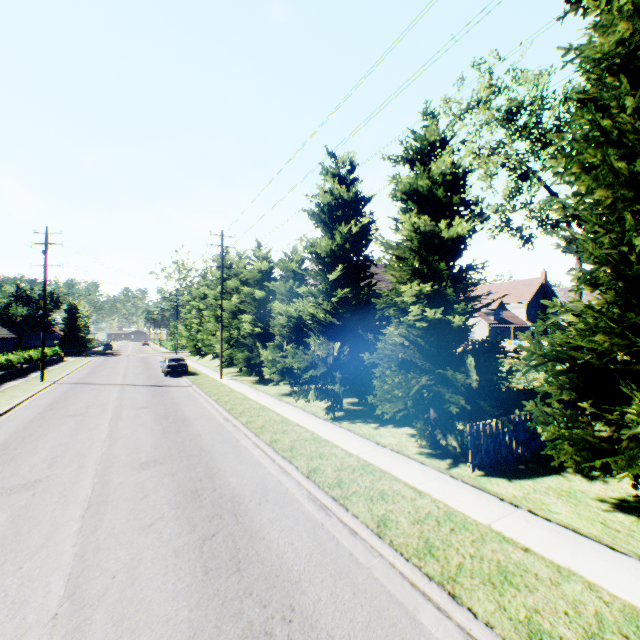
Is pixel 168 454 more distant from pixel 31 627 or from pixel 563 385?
pixel 563 385

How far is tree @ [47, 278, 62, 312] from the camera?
56.7m

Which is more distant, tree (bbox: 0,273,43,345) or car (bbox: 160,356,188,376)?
tree (bbox: 0,273,43,345)

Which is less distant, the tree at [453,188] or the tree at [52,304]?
the tree at [453,188]

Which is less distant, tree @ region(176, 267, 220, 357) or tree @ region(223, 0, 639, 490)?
tree @ region(223, 0, 639, 490)

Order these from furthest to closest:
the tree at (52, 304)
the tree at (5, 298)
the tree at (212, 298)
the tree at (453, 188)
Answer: the tree at (52, 304)
the tree at (5, 298)
the tree at (212, 298)
the tree at (453, 188)

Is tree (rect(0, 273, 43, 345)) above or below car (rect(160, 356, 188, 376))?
above
